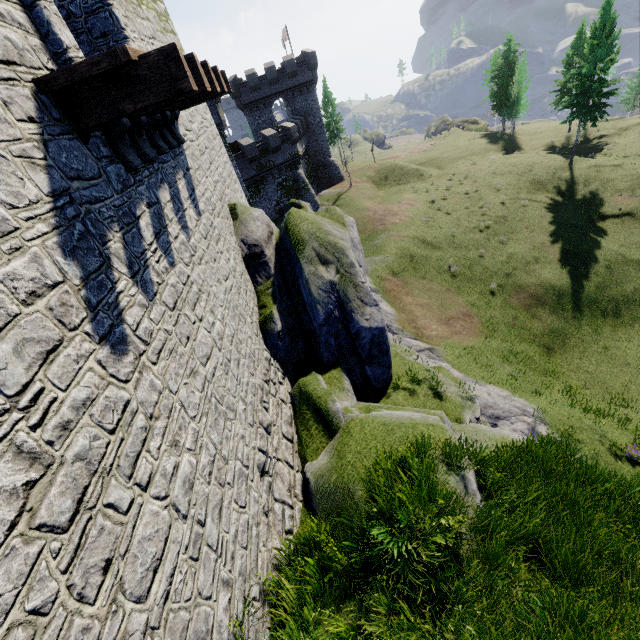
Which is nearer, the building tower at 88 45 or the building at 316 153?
the building tower at 88 45

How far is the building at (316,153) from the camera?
39.91m

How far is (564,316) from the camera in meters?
24.9

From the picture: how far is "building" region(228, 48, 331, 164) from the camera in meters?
39.9 m

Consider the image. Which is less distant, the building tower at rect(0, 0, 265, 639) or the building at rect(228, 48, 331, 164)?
the building tower at rect(0, 0, 265, 639)
